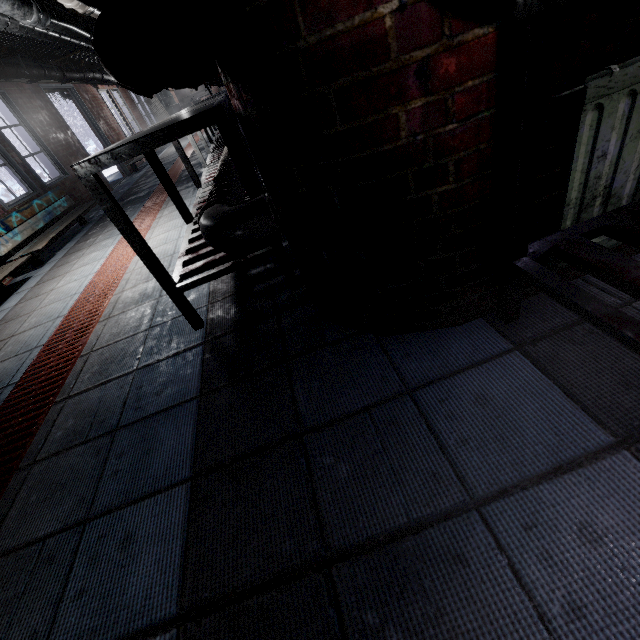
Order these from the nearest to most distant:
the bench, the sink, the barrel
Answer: the bench
the barrel
the sink

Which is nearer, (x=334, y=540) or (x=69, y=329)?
(x=334, y=540)

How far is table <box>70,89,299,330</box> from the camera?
1.2m

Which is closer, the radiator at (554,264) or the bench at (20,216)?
the radiator at (554,264)

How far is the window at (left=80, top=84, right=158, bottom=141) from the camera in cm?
813

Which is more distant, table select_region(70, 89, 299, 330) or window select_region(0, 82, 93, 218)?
window select_region(0, 82, 93, 218)

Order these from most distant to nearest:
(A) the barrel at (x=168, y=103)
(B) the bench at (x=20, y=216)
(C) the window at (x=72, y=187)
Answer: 1. (A) the barrel at (x=168, y=103)
2. (C) the window at (x=72, y=187)
3. (B) the bench at (x=20, y=216)

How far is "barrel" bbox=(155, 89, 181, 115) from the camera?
13.73m
